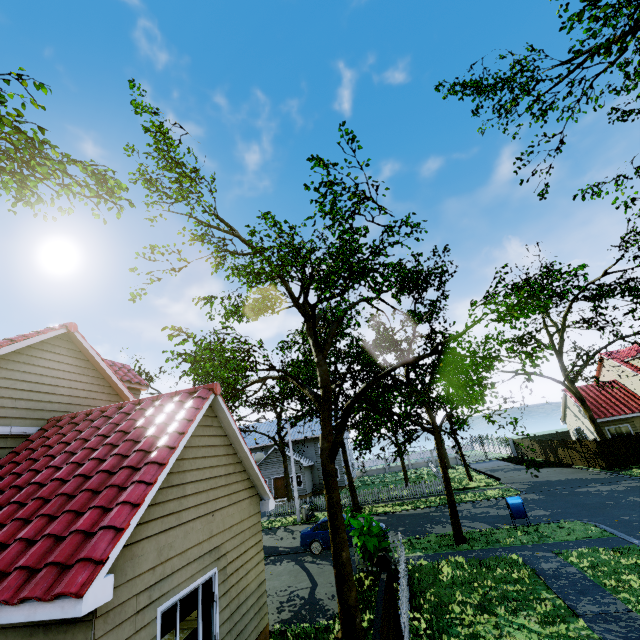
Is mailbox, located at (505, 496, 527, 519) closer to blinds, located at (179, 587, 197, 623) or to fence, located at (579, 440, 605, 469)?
fence, located at (579, 440, 605, 469)

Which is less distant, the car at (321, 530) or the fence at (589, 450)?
the car at (321, 530)

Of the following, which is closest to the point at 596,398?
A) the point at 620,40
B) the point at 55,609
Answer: the point at 620,40

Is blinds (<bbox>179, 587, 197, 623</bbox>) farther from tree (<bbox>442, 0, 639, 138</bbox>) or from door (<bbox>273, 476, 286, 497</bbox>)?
door (<bbox>273, 476, 286, 497</bbox>)

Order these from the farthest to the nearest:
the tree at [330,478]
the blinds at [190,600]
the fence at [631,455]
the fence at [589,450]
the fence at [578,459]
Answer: the fence at [578,459] → the fence at [589,450] → the fence at [631,455] → the tree at [330,478] → the blinds at [190,600]

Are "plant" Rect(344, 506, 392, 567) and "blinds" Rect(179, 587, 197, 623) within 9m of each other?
yes

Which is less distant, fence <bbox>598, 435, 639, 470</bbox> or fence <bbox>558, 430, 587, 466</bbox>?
fence <bbox>598, 435, 639, 470</bbox>

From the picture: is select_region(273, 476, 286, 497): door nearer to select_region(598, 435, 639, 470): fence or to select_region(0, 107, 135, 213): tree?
select_region(0, 107, 135, 213): tree
